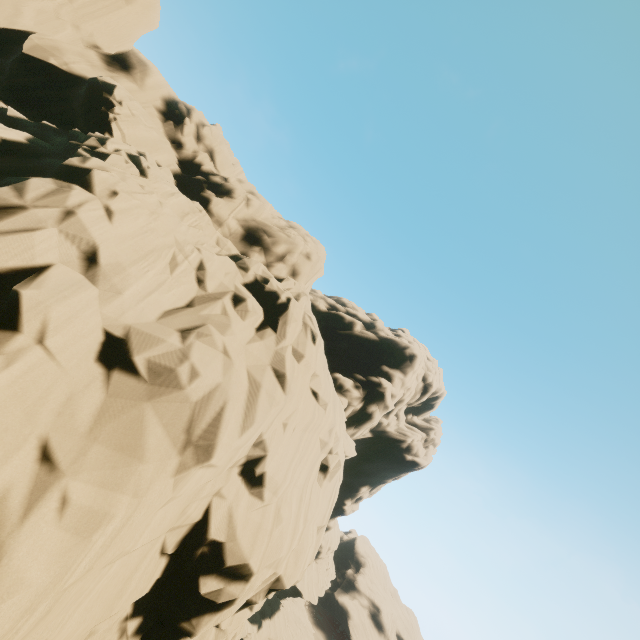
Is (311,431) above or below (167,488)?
above
